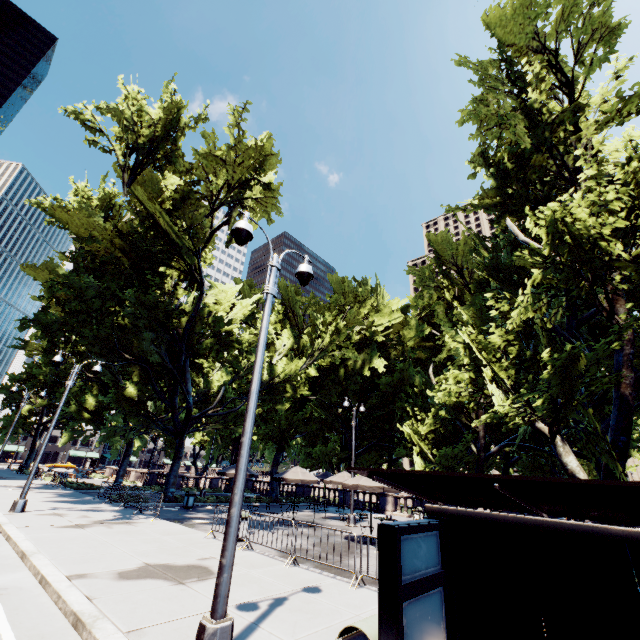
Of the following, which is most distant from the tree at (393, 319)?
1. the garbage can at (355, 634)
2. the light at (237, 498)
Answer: the garbage can at (355, 634)

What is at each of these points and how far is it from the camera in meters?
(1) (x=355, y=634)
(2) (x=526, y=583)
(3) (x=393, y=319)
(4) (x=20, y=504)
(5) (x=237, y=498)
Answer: (1) garbage can, 3.6
(2) bus stop, 3.0
(3) tree, 28.8
(4) light, 14.4
(5) light, 5.1

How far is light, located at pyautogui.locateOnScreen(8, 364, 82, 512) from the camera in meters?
14.4 m

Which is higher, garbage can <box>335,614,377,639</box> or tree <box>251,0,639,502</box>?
tree <box>251,0,639,502</box>

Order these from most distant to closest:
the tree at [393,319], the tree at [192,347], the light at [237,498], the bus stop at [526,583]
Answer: the tree at [192,347], the tree at [393,319], the light at [237,498], the bus stop at [526,583]

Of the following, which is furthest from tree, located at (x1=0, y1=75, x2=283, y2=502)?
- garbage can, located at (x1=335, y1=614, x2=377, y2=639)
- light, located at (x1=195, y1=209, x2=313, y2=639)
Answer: garbage can, located at (x1=335, y1=614, x2=377, y2=639)

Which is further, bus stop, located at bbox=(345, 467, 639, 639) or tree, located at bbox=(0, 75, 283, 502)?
tree, located at bbox=(0, 75, 283, 502)
